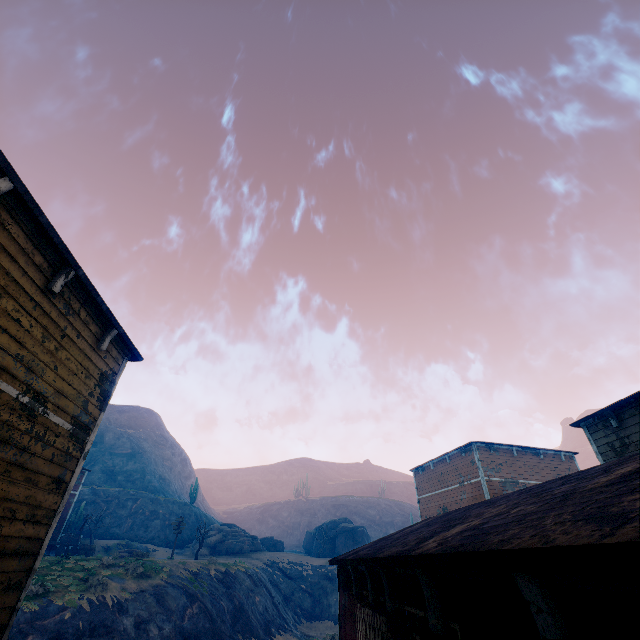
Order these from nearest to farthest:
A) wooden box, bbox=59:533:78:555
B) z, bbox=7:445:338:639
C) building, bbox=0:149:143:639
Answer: building, bbox=0:149:143:639
z, bbox=7:445:338:639
wooden box, bbox=59:533:78:555

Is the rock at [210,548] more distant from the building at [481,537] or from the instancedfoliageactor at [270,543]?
the building at [481,537]

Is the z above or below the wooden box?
below

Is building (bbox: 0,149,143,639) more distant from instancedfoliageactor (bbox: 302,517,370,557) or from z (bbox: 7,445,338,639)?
instancedfoliageactor (bbox: 302,517,370,557)

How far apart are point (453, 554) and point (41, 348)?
6.3 meters

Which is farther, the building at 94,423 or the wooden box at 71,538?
the wooden box at 71,538

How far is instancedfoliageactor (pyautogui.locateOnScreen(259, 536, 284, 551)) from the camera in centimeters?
4719cm

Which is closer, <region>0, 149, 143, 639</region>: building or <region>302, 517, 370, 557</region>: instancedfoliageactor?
<region>0, 149, 143, 639</region>: building
